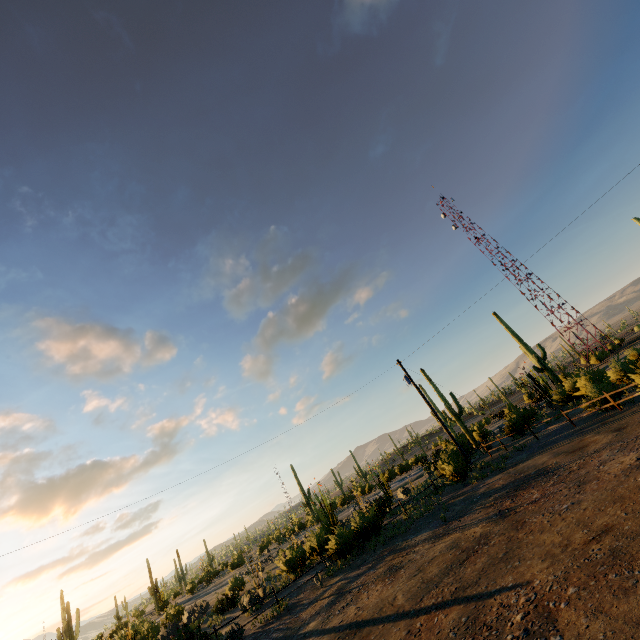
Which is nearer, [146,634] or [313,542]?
[313,542]
